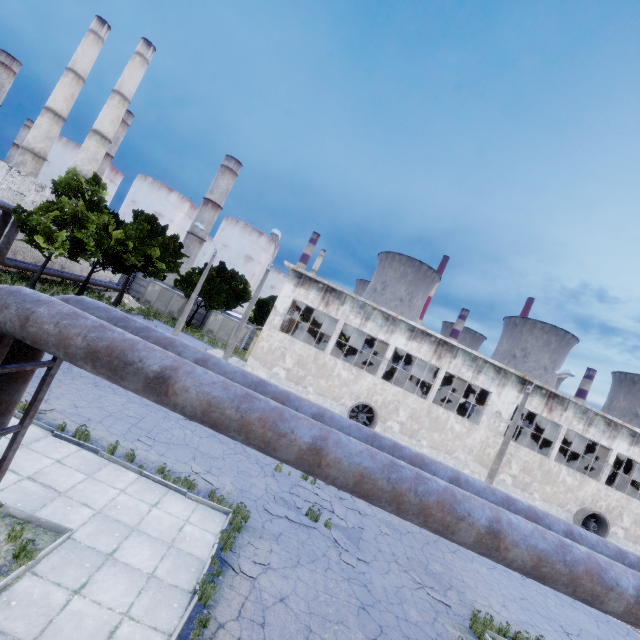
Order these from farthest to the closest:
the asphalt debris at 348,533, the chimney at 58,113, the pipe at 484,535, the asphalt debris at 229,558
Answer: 1. the chimney at 58,113
2. the asphalt debris at 348,533
3. the asphalt debris at 229,558
4. the pipe at 484,535

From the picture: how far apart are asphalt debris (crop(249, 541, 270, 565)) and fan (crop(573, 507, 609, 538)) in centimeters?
2457cm

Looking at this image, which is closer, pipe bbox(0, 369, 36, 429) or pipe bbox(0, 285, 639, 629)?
pipe bbox(0, 285, 639, 629)

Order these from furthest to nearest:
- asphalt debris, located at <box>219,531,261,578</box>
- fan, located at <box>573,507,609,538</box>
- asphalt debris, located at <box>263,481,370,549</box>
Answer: fan, located at <box>573,507,609,538</box>
asphalt debris, located at <box>263,481,370,549</box>
asphalt debris, located at <box>219,531,261,578</box>

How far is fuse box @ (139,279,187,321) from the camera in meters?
41.8 m

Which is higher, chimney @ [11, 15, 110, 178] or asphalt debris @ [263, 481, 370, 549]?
chimney @ [11, 15, 110, 178]

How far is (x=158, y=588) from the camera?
6.84m

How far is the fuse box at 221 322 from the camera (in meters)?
41.88
